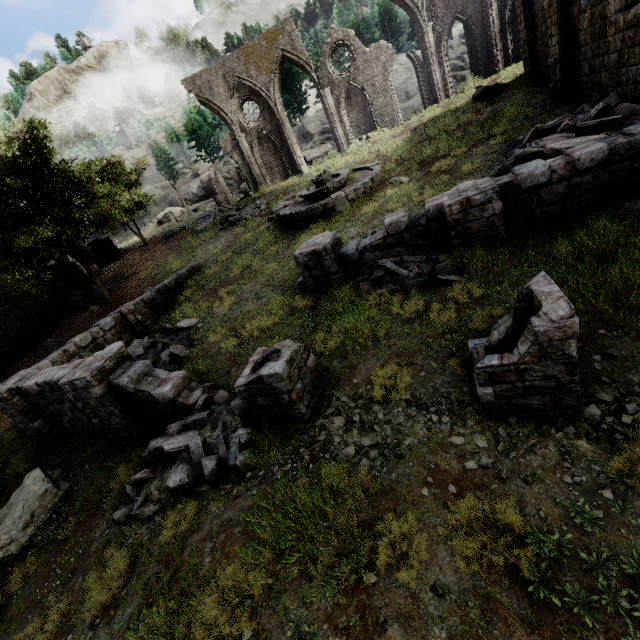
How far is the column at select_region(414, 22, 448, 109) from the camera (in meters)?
22.22

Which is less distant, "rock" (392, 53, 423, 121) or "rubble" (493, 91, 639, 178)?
"rubble" (493, 91, 639, 178)

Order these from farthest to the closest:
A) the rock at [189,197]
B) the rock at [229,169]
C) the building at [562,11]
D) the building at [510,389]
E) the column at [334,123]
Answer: the rock at [189,197], the rock at [229,169], the column at [334,123], the building at [562,11], the building at [510,389]

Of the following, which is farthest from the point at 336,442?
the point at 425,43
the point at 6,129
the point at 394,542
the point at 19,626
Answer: the point at 425,43

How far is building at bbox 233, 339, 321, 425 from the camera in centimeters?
634cm

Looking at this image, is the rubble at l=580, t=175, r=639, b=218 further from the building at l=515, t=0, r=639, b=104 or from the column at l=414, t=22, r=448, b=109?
the column at l=414, t=22, r=448, b=109

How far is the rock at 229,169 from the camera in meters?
43.7 m

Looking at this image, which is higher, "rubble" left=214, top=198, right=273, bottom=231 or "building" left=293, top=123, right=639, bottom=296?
"rubble" left=214, top=198, right=273, bottom=231
